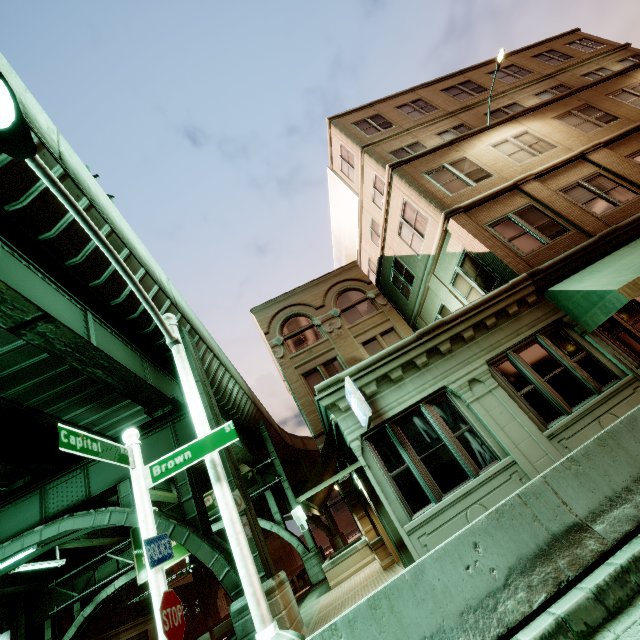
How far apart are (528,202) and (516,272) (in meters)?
3.62

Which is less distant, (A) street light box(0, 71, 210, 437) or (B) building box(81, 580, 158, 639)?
(A) street light box(0, 71, 210, 437)

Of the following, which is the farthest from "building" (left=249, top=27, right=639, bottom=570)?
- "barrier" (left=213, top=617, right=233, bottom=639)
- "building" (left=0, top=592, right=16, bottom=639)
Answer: "building" (left=0, top=592, right=16, bottom=639)

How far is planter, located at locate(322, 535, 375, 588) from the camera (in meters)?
15.27

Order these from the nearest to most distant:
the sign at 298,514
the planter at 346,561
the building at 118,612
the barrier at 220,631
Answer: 1. the planter at 346,561
2. the sign at 298,514
3. the barrier at 220,631
4. the building at 118,612

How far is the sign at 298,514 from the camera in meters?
23.9

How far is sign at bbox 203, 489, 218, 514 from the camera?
24.80m

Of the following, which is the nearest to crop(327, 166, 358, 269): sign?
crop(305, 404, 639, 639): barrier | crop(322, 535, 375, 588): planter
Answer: crop(305, 404, 639, 639): barrier
